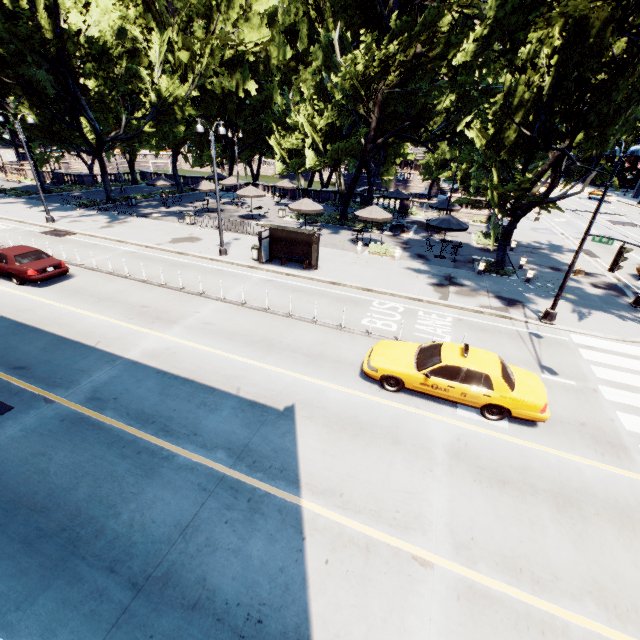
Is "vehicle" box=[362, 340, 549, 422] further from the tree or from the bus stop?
the tree

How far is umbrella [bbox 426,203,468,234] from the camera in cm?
2123

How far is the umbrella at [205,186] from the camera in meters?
30.8

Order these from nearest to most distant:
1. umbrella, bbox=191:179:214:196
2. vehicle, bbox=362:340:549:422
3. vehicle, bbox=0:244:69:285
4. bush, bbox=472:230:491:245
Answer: vehicle, bbox=362:340:549:422 < vehicle, bbox=0:244:69:285 < bush, bbox=472:230:491:245 < umbrella, bbox=191:179:214:196

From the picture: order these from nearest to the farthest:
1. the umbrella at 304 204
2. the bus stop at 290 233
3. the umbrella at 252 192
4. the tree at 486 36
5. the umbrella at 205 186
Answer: the tree at 486 36 < the bus stop at 290 233 < the umbrella at 304 204 < the umbrella at 252 192 < the umbrella at 205 186

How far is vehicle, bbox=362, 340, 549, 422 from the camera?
8.9 meters

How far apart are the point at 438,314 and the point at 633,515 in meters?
9.4 m

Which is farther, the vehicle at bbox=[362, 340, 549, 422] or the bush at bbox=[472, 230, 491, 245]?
the bush at bbox=[472, 230, 491, 245]
